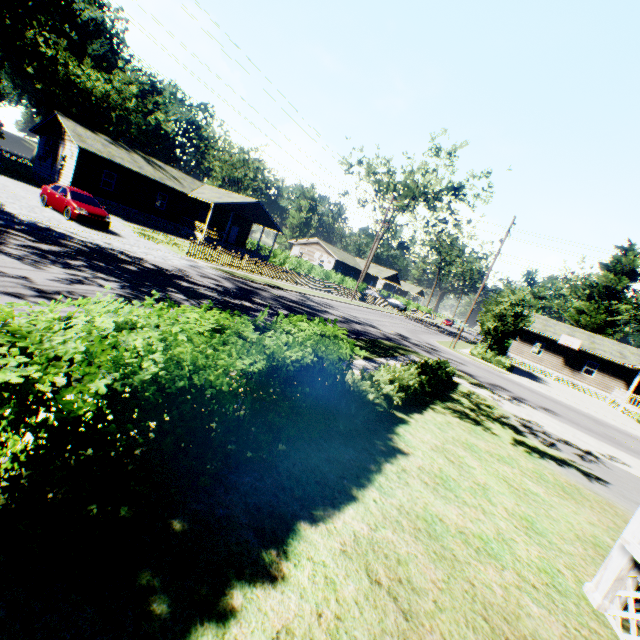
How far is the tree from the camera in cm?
2636

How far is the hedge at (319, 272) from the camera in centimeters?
4269cm

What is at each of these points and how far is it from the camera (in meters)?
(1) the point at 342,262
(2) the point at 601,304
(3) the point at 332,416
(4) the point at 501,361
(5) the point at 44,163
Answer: (1) house, 59.12
(2) plant, 44.28
(3) hedge, 5.30
(4) hedge, 26.95
(5) house, 30.83

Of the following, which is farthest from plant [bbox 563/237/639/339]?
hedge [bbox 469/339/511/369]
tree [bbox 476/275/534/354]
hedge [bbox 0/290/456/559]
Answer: tree [bbox 476/275/534/354]

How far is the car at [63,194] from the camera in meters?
17.0 m

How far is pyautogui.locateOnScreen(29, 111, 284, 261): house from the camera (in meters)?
27.69

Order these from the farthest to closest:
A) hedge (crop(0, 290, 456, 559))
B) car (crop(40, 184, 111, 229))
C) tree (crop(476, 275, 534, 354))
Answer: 1. tree (crop(476, 275, 534, 354))
2. car (crop(40, 184, 111, 229))
3. hedge (crop(0, 290, 456, 559))

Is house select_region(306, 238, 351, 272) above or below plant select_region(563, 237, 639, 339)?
below
